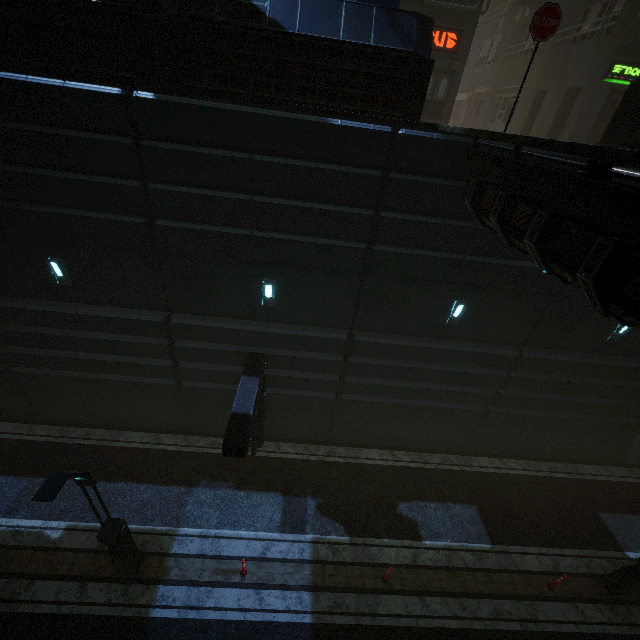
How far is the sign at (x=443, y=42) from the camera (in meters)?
14.82

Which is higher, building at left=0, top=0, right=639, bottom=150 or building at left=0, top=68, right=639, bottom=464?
building at left=0, top=0, right=639, bottom=150

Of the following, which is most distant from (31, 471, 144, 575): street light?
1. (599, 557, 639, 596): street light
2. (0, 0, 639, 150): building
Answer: (599, 557, 639, 596): street light

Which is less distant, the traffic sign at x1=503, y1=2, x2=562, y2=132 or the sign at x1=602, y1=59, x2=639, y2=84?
the traffic sign at x1=503, y1=2, x2=562, y2=132

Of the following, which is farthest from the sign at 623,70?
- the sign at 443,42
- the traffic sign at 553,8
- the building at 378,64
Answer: the traffic sign at 553,8

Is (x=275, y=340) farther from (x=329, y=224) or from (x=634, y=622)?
(x=634, y=622)

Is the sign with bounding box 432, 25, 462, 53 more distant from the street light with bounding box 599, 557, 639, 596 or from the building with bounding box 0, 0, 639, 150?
the street light with bounding box 599, 557, 639, 596

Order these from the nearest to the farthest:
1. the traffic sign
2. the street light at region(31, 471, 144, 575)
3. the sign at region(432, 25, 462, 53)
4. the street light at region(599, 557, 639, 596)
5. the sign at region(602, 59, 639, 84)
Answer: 1. the traffic sign
2. the street light at region(31, 471, 144, 575)
3. the street light at region(599, 557, 639, 596)
4. the sign at region(432, 25, 462, 53)
5. the sign at region(602, 59, 639, 84)
